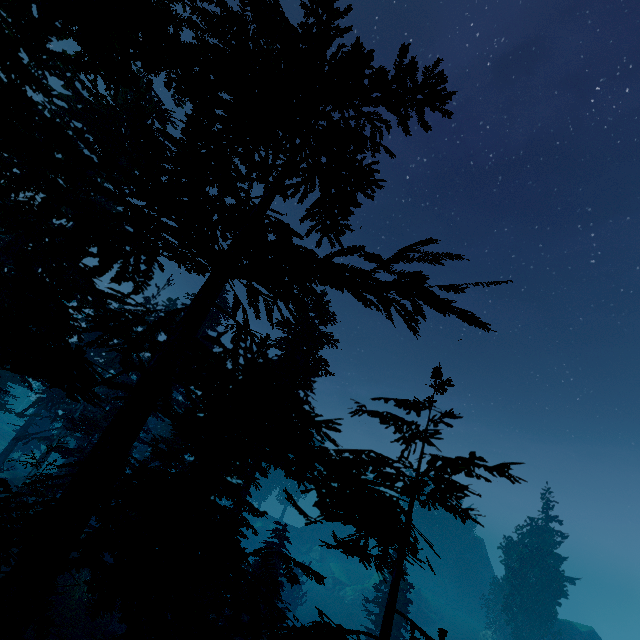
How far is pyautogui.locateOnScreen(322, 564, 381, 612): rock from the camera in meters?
50.0 m

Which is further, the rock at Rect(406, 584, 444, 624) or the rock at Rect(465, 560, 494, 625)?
the rock at Rect(465, 560, 494, 625)

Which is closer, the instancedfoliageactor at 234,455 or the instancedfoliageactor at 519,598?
the instancedfoliageactor at 234,455

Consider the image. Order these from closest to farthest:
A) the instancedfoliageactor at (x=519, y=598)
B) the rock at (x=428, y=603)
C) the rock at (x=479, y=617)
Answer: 1. the instancedfoliageactor at (x=519, y=598)
2. the rock at (x=428, y=603)
3. the rock at (x=479, y=617)

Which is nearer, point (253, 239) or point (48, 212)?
point (253, 239)

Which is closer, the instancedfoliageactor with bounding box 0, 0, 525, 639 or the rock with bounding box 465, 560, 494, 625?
the instancedfoliageactor with bounding box 0, 0, 525, 639
